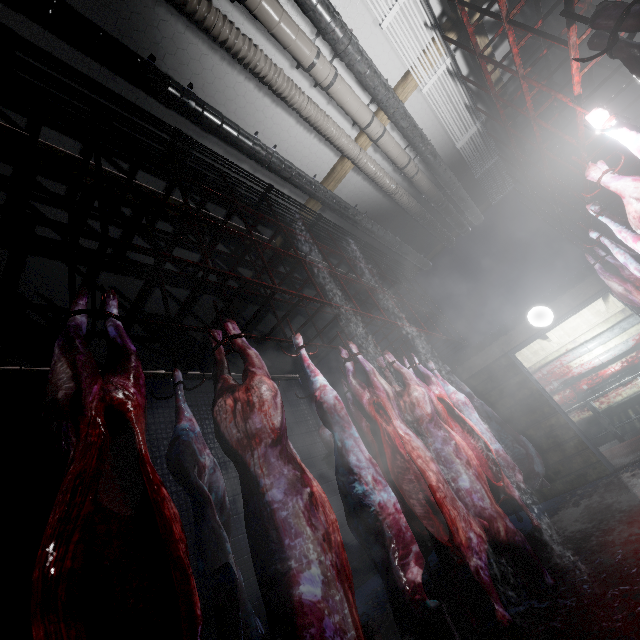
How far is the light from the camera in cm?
457

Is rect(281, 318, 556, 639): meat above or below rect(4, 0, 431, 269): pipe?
below

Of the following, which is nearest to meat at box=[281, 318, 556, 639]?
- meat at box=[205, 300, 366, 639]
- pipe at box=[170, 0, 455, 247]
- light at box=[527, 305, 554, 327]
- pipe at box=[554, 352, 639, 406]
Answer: meat at box=[205, 300, 366, 639]

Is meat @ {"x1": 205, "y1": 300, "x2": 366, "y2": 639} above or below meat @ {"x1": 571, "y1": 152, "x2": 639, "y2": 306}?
below

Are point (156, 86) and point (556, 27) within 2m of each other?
no

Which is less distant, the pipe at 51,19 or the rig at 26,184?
the rig at 26,184

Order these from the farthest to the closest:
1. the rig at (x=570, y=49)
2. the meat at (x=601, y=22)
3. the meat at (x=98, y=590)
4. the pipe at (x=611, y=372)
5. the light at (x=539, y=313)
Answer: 1. the pipe at (x=611, y=372)
2. the light at (x=539, y=313)
3. the rig at (x=570, y=49)
4. the meat at (x=601, y=22)
5. the meat at (x=98, y=590)

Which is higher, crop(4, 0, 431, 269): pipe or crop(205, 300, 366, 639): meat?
crop(4, 0, 431, 269): pipe
